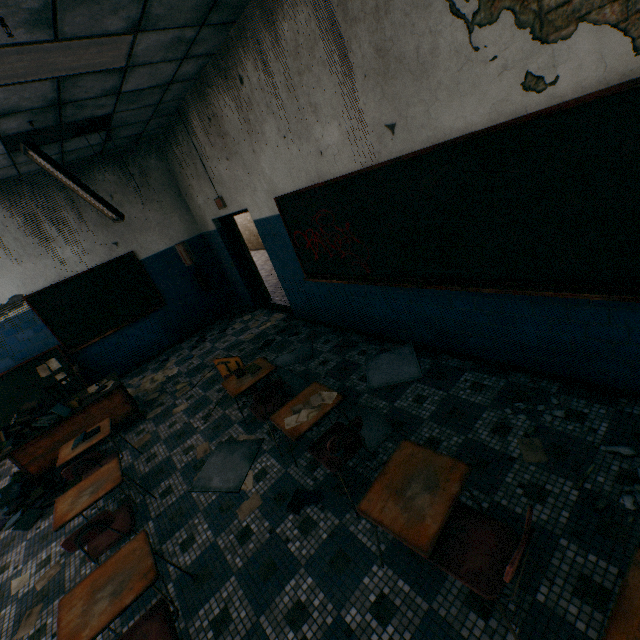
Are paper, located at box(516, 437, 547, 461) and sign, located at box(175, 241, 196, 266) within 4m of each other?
no

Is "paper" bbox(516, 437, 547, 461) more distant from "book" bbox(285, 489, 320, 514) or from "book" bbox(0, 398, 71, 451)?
"book" bbox(0, 398, 71, 451)

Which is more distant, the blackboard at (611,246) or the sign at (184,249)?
the sign at (184,249)

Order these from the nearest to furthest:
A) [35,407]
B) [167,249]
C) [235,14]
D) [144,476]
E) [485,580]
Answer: [485,580] < [235,14] < [144,476] < [35,407] < [167,249]

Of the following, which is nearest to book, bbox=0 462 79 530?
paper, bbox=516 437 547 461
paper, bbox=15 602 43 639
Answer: paper, bbox=15 602 43 639

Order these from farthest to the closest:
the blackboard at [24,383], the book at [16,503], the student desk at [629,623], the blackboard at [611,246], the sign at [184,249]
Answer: the sign at [184,249]
the blackboard at [24,383]
the book at [16,503]
the blackboard at [611,246]
the student desk at [629,623]

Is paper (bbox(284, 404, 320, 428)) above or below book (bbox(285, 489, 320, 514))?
above

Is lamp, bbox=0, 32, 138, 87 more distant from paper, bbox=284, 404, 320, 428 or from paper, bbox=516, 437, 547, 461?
paper, bbox=516, 437, 547, 461
